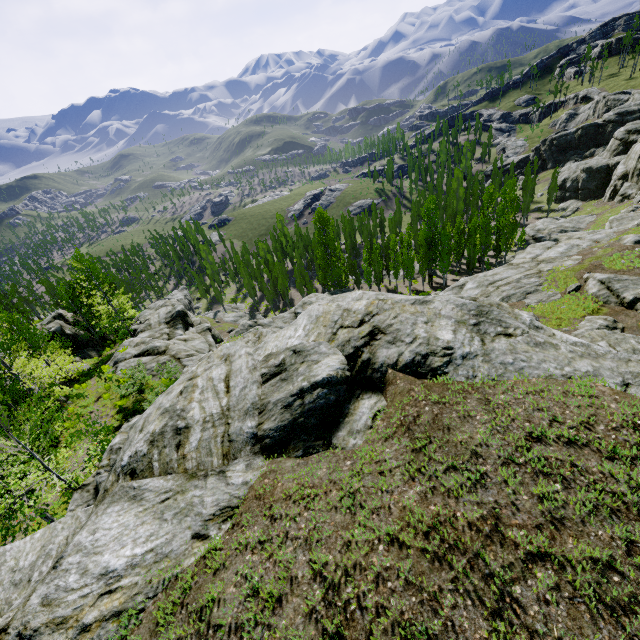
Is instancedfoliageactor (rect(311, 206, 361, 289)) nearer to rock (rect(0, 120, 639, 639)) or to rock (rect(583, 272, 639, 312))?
rock (rect(0, 120, 639, 639))

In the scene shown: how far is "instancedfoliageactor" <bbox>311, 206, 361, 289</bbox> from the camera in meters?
47.9

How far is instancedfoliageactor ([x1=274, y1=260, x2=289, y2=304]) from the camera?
55.8m

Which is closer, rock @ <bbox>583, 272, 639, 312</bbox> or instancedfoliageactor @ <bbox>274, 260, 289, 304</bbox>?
rock @ <bbox>583, 272, 639, 312</bbox>

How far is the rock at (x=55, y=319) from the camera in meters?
34.5

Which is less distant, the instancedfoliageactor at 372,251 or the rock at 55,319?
the rock at 55,319

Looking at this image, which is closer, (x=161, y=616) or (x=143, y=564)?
(x=161, y=616)

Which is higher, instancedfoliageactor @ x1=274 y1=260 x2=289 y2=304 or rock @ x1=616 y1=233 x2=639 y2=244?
rock @ x1=616 y1=233 x2=639 y2=244
